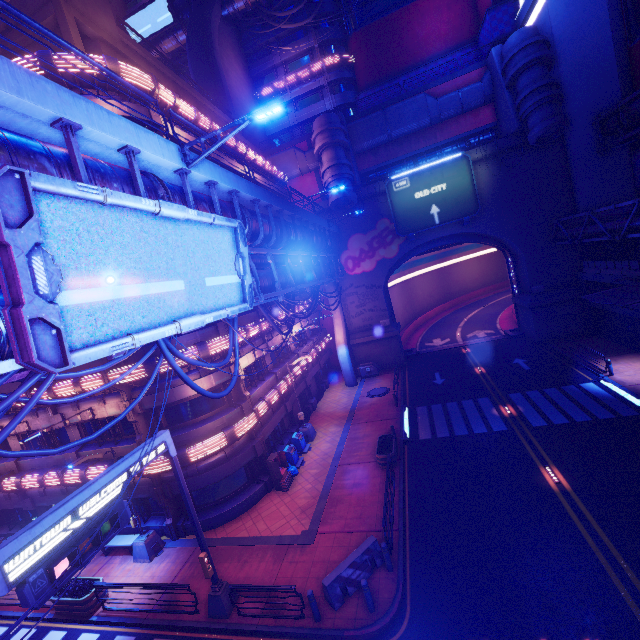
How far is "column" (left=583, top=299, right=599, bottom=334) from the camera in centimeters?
2794cm

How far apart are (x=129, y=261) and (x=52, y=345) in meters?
2.3

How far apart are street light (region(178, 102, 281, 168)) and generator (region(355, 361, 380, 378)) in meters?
26.4 m

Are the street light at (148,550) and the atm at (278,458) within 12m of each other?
yes

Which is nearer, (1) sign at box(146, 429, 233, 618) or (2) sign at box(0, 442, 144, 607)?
(2) sign at box(0, 442, 144, 607)

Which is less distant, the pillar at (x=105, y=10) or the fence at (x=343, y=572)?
the fence at (x=343, y=572)

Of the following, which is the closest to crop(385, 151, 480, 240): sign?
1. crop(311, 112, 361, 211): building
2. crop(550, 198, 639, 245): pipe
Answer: crop(311, 112, 361, 211): building

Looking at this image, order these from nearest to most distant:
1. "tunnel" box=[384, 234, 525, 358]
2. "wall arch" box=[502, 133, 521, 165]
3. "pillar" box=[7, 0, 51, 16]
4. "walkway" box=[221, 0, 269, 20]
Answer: "pillar" box=[7, 0, 51, 16]
"wall arch" box=[502, 133, 521, 165]
"tunnel" box=[384, 234, 525, 358]
"walkway" box=[221, 0, 269, 20]
